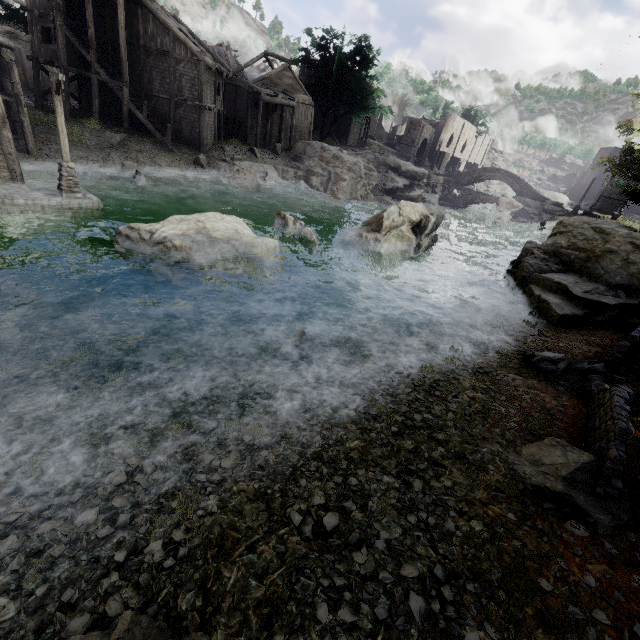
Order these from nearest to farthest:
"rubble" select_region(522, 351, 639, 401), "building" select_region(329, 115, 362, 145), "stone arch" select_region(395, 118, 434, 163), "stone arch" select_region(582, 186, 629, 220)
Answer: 1. "rubble" select_region(522, 351, 639, 401)
2. "stone arch" select_region(582, 186, 629, 220)
3. "building" select_region(329, 115, 362, 145)
4. "stone arch" select_region(395, 118, 434, 163)

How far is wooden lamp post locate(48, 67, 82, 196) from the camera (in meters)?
13.36

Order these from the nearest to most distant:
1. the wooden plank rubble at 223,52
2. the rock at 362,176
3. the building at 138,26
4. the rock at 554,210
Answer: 1. the building at 138,26
2. the rock at 362,176
3. the wooden plank rubble at 223,52
4. the rock at 554,210

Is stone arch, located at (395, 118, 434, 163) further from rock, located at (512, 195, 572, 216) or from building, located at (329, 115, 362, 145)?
building, located at (329, 115, 362, 145)

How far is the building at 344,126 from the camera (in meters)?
51.19

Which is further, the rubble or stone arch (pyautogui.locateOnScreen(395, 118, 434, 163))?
stone arch (pyautogui.locateOnScreen(395, 118, 434, 163))

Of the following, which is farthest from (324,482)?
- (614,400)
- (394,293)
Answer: (394,293)

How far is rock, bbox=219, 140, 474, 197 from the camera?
32.3m
